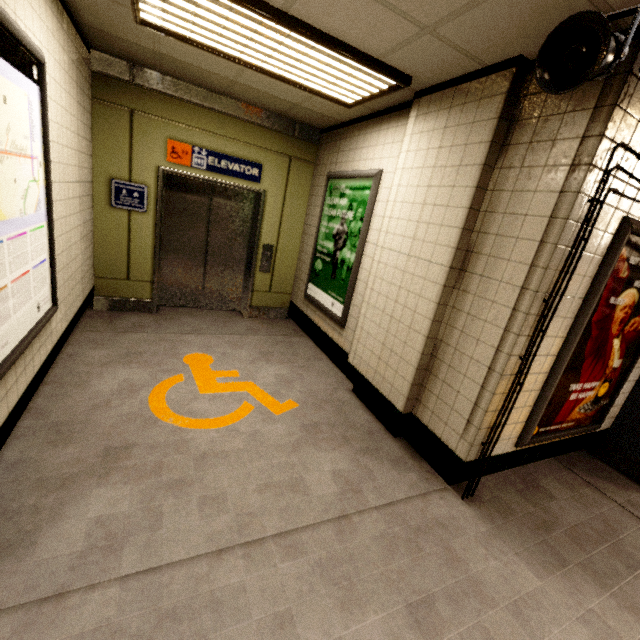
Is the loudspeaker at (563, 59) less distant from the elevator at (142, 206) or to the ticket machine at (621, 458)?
the ticket machine at (621, 458)

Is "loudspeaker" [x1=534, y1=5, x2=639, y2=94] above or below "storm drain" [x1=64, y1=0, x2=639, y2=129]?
below

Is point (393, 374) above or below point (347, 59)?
below

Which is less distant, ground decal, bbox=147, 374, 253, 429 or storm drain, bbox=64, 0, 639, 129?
storm drain, bbox=64, 0, 639, 129

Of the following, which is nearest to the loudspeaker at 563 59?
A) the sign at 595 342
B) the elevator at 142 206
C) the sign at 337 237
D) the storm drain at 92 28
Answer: the storm drain at 92 28

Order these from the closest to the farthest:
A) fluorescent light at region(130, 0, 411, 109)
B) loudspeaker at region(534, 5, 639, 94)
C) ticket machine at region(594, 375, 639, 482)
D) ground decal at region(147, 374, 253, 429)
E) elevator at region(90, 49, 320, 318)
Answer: loudspeaker at region(534, 5, 639, 94)
fluorescent light at region(130, 0, 411, 109)
ground decal at region(147, 374, 253, 429)
ticket machine at region(594, 375, 639, 482)
elevator at region(90, 49, 320, 318)

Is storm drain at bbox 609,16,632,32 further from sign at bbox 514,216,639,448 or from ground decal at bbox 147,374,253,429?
ground decal at bbox 147,374,253,429

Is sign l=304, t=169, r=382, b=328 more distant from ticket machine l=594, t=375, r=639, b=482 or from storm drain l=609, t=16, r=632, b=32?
ticket machine l=594, t=375, r=639, b=482
